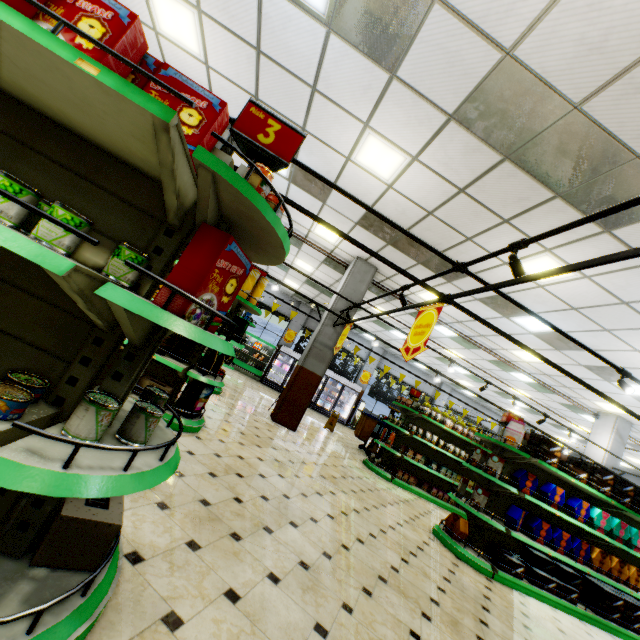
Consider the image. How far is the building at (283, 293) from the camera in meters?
17.3 m

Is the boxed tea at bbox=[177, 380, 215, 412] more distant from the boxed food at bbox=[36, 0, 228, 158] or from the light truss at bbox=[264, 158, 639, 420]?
the boxed food at bbox=[36, 0, 228, 158]

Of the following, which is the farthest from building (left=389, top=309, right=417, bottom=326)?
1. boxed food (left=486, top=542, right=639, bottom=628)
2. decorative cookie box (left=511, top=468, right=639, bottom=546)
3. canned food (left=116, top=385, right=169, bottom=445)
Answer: decorative cookie box (left=511, top=468, right=639, bottom=546)

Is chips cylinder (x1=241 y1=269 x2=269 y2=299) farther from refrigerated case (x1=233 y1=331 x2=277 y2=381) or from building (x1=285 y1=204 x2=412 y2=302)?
refrigerated case (x1=233 y1=331 x2=277 y2=381)

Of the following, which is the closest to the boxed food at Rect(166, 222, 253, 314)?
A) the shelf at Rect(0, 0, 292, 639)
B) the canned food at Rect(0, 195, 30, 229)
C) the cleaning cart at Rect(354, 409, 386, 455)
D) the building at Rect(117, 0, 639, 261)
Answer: the shelf at Rect(0, 0, 292, 639)

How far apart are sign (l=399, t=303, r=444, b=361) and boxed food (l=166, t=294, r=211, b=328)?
2.4 meters

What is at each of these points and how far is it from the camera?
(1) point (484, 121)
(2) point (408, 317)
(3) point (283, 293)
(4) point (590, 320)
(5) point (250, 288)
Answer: (1) building, 3.8 meters
(2) building, 11.8 meters
(3) building, 18.5 meters
(4) building, 6.5 meters
(5) chips cylinder, 4.6 meters

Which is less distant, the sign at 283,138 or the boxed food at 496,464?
the sign at 283,138
